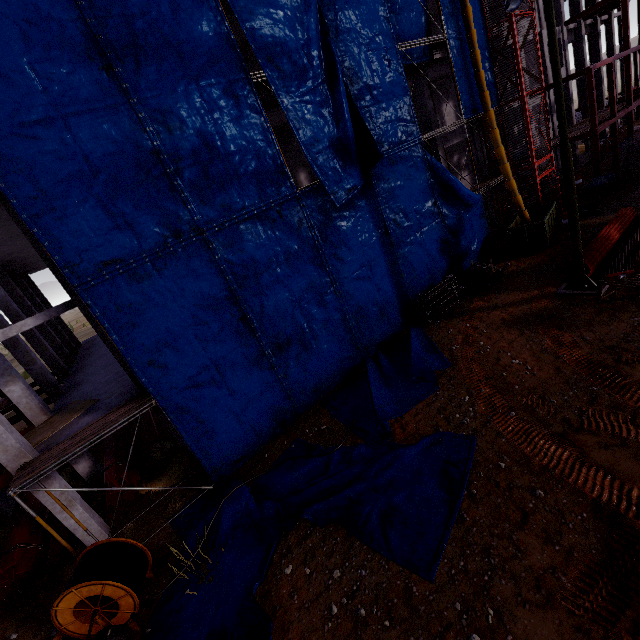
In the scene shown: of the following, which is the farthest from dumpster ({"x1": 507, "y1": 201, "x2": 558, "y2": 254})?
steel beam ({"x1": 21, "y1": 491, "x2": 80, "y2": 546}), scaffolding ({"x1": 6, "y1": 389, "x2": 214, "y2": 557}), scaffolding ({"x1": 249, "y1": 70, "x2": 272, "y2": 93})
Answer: steel beam ({"x1": 21, "y1": 491, "x2": 80, "y2": 546})

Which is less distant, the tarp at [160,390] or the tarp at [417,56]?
the tarp at [160,390]

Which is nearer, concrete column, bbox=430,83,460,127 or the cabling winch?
the cabling winch

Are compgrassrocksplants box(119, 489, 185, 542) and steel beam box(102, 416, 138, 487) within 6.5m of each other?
yes

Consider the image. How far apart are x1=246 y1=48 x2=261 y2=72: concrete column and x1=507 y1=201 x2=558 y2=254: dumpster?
14.38m

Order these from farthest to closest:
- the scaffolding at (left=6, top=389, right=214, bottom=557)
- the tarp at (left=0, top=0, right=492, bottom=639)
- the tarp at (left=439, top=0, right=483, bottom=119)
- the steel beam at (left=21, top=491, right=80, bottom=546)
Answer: the tarp at (left=439, top=0, right=483, bottom=119)
the steel beam at (left=21, top=491, right=80, bottom=546)
the scaffolding at (left=6, top=389, right=214, bottom=557)
the tarp at (left=0, top=0, right=492, bottom=639)

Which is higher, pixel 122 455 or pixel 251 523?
pixel 122 455

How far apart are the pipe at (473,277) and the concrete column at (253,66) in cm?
1423
